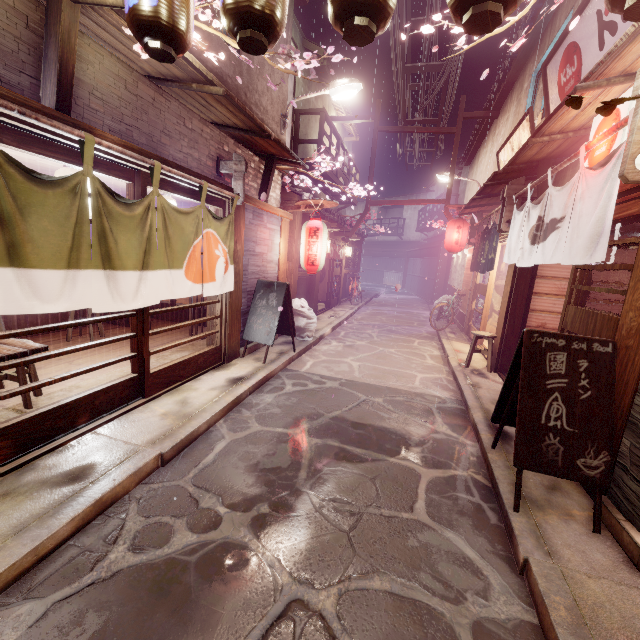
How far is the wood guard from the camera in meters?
12.1

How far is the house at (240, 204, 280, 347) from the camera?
10.9m

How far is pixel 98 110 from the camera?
5.88m

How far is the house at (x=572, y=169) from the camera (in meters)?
8.75

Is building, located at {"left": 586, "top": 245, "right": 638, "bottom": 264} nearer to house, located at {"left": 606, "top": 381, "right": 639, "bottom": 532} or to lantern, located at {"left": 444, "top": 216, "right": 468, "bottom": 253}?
house, located at {"left": 606, "top": 381, "right": 639, "bottom": 532}

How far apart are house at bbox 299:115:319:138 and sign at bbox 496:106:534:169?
10.7m

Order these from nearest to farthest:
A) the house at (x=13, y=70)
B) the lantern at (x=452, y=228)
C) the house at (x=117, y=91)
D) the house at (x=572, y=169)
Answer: the house at (x=13, y=70), the house at (x=117, y=91), the house at (x=572, y=169), the lantern at (x=452, y=228)

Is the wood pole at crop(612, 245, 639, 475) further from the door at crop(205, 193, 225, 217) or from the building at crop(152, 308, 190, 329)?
the building at crop(152, 308, 190, 329)
